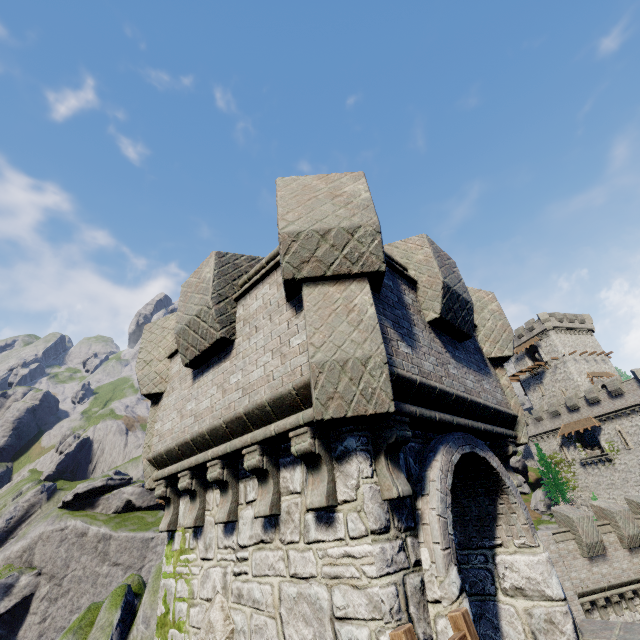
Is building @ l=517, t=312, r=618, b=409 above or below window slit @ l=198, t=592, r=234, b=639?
above

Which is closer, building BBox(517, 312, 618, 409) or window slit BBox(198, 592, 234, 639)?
window slit BBox(198, 592, 234, 639)

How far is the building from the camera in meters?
51.8 m

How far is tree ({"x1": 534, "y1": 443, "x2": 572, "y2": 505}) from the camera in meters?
42.8 m

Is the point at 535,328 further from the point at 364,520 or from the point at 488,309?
the point at 364,520

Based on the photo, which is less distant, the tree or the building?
the tree

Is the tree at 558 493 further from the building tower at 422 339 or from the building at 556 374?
the building tower at 422 339

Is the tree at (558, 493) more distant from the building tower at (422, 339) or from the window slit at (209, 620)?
the window slit at (209, 620)
